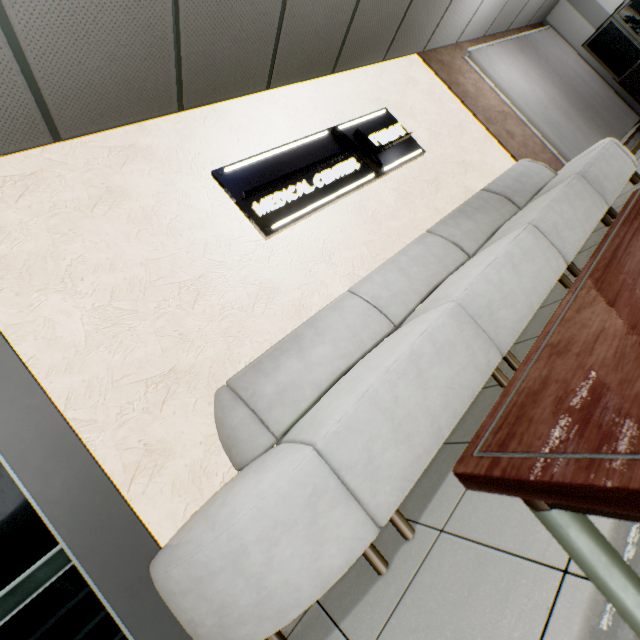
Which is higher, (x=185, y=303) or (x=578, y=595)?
(x=185, y=303)

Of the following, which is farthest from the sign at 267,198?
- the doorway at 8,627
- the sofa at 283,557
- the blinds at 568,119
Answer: the blinds at 568,119

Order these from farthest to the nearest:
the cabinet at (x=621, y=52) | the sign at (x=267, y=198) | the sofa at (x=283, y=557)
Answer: the cabinet at (x=621, y=52) → the sign at (x=267, y=198) → the sofa at (x=283, y=557)

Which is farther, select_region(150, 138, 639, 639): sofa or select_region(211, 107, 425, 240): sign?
select_region(211, 107, 425, 240): sign

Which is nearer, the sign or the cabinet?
the sign

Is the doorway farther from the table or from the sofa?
the table

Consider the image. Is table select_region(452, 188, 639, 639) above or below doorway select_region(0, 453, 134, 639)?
below

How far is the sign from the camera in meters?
2.7 m
